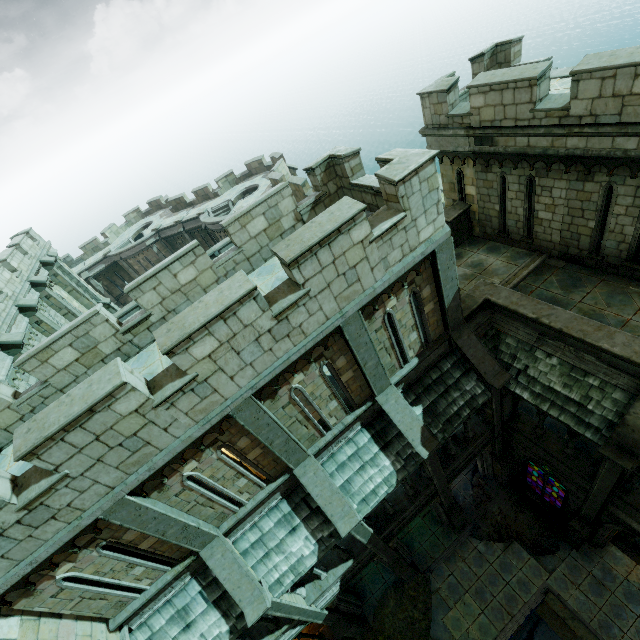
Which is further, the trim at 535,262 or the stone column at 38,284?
the stone column at 38,284

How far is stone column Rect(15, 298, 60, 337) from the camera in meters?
14.3 m

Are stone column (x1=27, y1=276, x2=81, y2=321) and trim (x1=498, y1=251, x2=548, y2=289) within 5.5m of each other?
no

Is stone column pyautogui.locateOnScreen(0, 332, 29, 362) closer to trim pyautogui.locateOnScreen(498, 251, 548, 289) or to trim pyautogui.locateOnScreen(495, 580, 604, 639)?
trim pyautogui.locateOnScreen(495, 580, 604, 639)

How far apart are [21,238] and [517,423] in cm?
2816

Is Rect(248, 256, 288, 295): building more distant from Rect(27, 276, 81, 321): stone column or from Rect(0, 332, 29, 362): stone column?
Rect(27, 276, 81, 321): stone column

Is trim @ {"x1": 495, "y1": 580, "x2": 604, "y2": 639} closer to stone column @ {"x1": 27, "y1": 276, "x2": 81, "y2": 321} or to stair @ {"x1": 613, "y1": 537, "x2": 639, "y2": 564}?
stair @ {"x1": 613, "y1": 537, "x2": 639, "y2": 564}

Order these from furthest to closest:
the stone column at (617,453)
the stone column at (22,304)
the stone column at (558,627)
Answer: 1. the stone column at (22,304)
2. the stone column at (558,627)
3. the stone column at (617,453)
